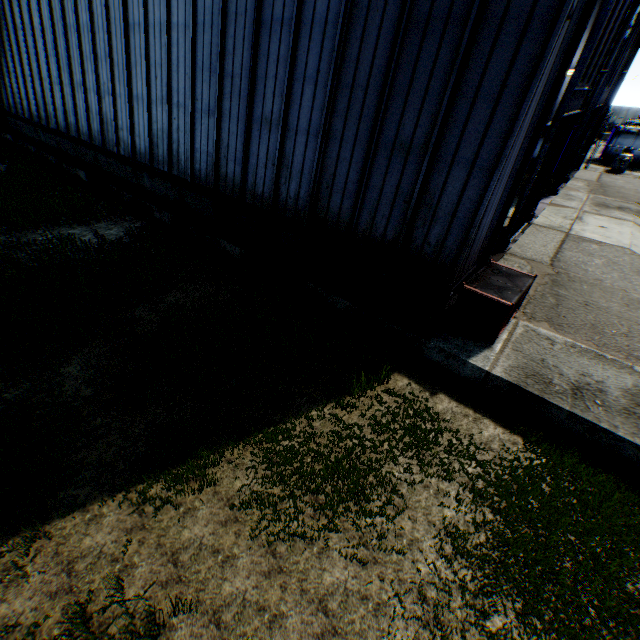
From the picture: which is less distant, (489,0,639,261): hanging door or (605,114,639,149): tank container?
(489,0,639,261): hanging door

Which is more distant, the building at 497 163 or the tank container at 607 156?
the tank container at 607 156

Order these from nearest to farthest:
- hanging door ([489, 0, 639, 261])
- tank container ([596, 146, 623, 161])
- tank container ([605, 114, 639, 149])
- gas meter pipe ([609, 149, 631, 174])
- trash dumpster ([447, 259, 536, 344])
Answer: trash dumpster ([447, 259, 536, 344]), hanging door ([489, 0, 639, 261]), gas meter pipe ([609, 149, 631, 174]), tank container ([605, 114, 639, 149]), tank container ([596, 146, 623, 161])

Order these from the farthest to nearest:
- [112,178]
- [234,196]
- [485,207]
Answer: [112,178] < [234,196] < [485,207]

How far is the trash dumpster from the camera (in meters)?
7.45

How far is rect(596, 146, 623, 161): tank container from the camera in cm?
3048

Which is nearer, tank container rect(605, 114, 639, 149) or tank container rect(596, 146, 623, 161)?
tank container rect(605, 114, 639, 149)

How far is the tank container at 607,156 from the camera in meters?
30.5 m
